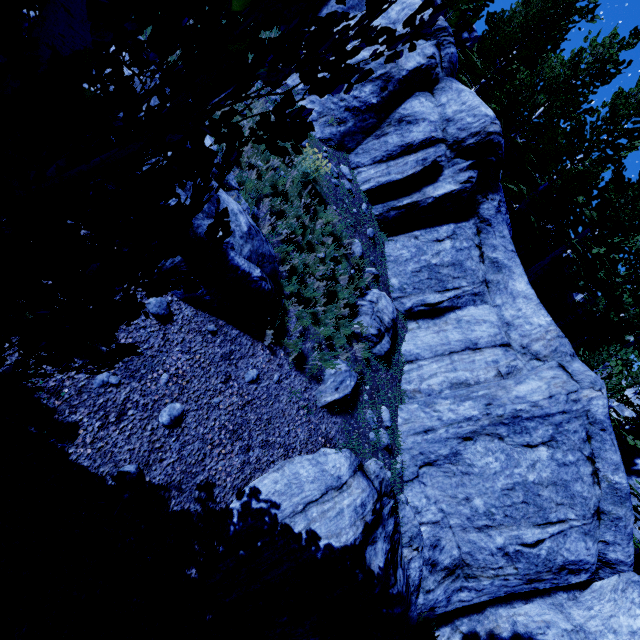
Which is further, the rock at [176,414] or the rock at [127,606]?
the rock at [176,414]

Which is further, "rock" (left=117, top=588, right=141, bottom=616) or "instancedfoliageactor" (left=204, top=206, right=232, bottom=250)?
"rock" (left=117, top=588, right=141, bottom=616)

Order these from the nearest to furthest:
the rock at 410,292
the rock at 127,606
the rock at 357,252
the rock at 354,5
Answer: the rock at 127,606 < the rock at 410,292 < the rock at 357,252 < the rock at 354,5

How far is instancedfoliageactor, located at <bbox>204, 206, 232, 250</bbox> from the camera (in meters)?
1.67

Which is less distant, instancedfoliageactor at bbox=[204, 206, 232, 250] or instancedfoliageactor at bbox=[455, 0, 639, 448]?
instancedfoliageactor at bbox=[204, 206, 232, 250]

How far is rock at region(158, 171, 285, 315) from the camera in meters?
5.0

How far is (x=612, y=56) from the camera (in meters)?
12.49

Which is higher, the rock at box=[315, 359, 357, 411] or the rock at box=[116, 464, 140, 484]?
the rock at box=[315, 359, 357, 411]
